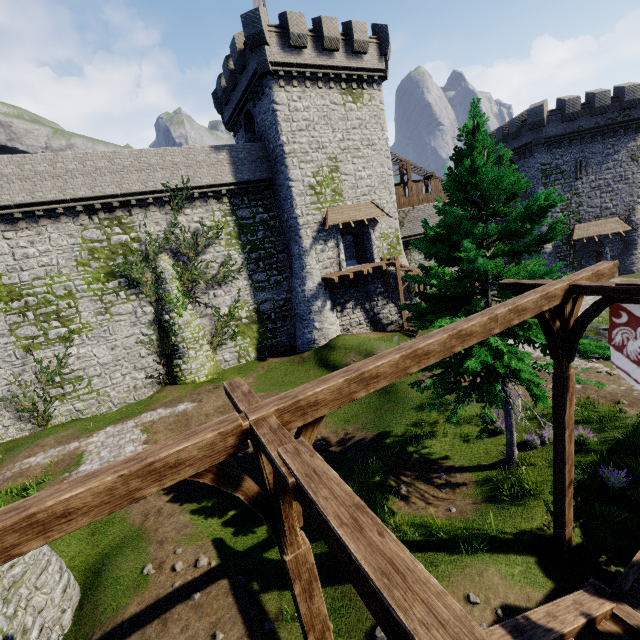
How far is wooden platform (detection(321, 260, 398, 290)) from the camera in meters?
24.2

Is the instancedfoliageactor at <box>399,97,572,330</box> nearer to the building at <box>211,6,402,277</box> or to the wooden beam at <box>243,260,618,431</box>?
the wooden beam at <box>243,260,618,431</box>

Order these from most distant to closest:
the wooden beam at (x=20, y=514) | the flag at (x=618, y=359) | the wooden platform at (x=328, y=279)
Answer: the wooden platform at (x=328, y=279)
the flag at (x=618, y=359)
the wooden beam at (x=20, y=514)

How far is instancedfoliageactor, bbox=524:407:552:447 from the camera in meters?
11.5 m

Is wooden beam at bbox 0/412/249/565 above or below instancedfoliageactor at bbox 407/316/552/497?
above

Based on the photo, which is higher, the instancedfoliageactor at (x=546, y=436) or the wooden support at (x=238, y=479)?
the wooden support at (x=238, y=479)

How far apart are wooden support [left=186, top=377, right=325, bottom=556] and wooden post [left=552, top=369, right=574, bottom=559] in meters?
5.1

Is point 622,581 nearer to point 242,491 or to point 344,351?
point 242,491
